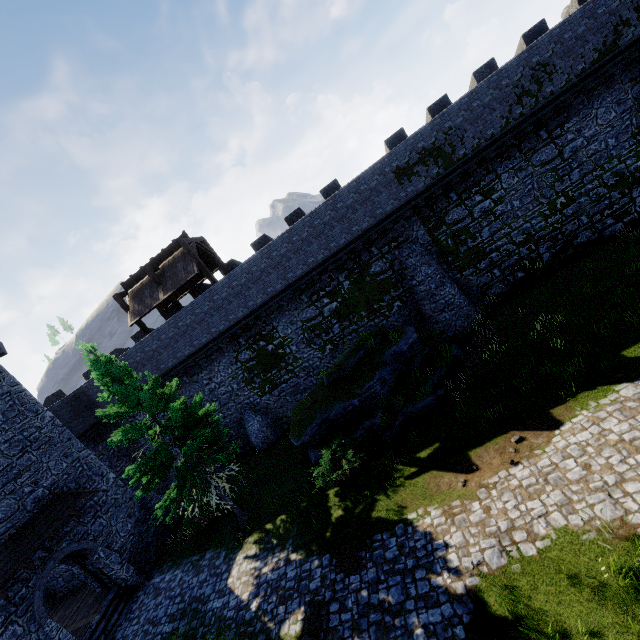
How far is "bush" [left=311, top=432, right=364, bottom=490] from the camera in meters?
12.7 m

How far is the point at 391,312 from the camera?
Result: 19.38m

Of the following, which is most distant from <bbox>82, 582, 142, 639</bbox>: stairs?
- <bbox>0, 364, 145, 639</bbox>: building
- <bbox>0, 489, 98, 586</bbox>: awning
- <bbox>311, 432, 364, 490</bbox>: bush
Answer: <bbox>311, 432, 364, 490</bbox>: bush

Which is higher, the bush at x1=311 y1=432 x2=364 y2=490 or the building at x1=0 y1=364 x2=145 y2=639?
the building at x1=0 y1=364 x2=145 y2=639

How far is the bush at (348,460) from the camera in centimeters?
1268cm

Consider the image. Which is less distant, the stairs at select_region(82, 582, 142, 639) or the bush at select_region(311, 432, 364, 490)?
the bush at select_region(311, 432, 364, 490)

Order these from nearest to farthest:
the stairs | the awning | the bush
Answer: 1. the bush
2. the awning
3. the stairs

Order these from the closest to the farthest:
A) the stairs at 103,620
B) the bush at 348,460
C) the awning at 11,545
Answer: the bush at 348,460, the awning at 11,545, the stairs at 103,620
